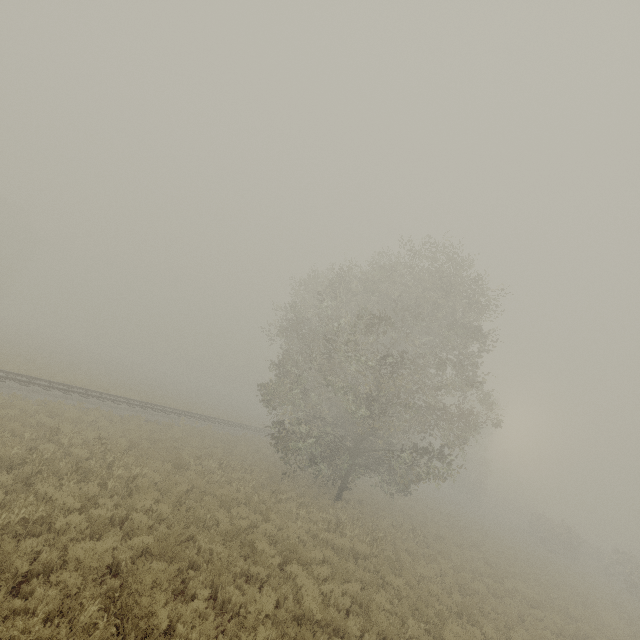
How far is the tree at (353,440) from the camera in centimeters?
1697cm

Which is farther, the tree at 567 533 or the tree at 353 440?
the tree at 567 533

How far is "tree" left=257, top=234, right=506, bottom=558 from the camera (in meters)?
16.97

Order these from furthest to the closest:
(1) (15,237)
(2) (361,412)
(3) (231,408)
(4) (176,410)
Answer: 1. (3) (231,408)
2. (1) (15,237)
3. (4) (176,410)
4. (2) (361,412)

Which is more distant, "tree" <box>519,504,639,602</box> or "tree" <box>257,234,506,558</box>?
"tree" <box>519,504,639,602</box>
